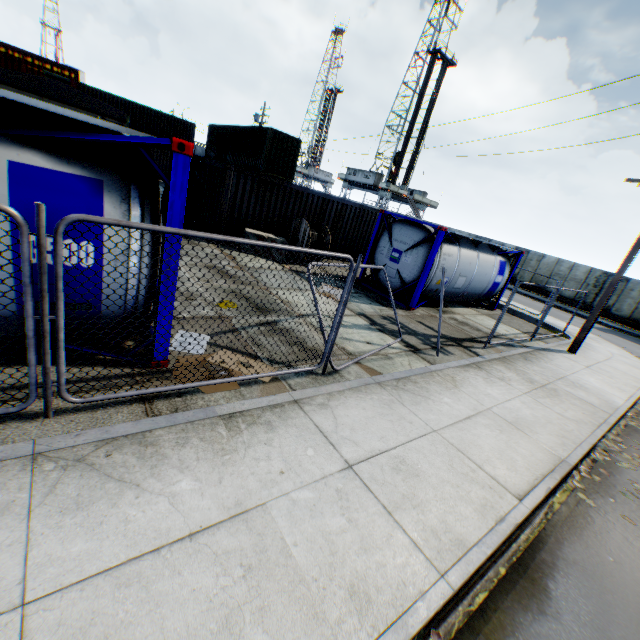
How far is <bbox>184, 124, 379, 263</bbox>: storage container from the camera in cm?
1255

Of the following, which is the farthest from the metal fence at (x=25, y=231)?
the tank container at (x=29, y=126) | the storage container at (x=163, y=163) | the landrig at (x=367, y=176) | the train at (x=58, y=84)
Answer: the landrig at (x=367, y=176)

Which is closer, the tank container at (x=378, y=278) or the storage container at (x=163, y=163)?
the tank container at (x=378, y=278)

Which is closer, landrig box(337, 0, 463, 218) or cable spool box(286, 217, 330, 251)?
cable spool box(286, 217, 330, 251)

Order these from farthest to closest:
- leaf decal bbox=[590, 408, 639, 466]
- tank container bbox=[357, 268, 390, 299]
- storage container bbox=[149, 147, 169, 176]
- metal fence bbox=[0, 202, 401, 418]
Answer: storage container bbox=[149, 147, 169, 176], tank container bbox=[357, 268, 390, 299], leaf decal bbox=[590, 408, 639, 466], metal fence bbox=[0, 202, 401, 418]

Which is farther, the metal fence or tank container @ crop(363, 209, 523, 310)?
tank container @ crop(363, 209, 523, 310)

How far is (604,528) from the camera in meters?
4.4 m

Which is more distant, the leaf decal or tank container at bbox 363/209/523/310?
tank container at bbox 363/209/523/310
